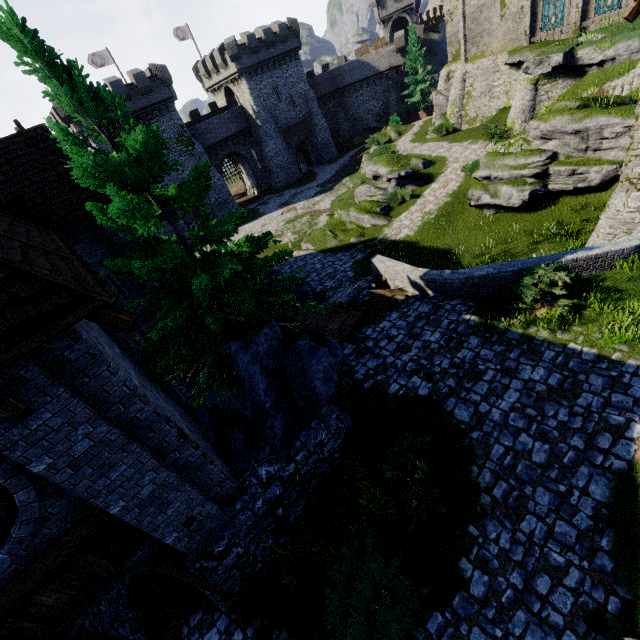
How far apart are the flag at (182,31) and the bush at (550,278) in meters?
53.2 m

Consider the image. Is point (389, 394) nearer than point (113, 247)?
Yes

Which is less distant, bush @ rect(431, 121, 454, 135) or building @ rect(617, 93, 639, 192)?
building @ rect(617, 93, 639, 192)

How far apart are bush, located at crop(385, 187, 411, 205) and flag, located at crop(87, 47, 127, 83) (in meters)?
38.39

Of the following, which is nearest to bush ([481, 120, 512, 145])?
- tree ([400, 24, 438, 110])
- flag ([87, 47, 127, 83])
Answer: tree ([400, 24, 438, 110])

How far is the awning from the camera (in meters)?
45.28

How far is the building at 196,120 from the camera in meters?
34.2 m

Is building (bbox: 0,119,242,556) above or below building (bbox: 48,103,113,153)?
below
